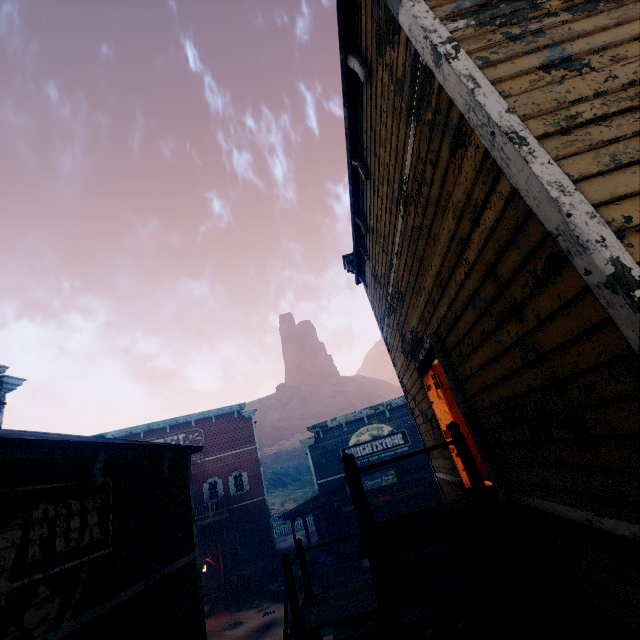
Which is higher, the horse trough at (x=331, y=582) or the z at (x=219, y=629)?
the horse trough at (x=331, y=582)

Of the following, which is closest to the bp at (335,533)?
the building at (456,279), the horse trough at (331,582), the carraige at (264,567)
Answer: the building at (456,279)

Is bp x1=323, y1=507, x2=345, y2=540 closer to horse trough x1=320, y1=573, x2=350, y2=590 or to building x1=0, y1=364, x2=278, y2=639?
building x1=0, y1=364, x2=278, y2=639

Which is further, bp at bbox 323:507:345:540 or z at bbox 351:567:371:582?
bp at bbox 323:507:345:540

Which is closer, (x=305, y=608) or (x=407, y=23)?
(x=407, y=23)

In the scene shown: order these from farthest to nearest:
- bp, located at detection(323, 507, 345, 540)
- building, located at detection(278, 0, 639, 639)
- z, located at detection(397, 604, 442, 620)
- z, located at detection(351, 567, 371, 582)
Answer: bp, located at detection(323, 507, 345, 540), z, located at detection(351, 567, 371, 582), z, located at detection(397, 604, 442, 620), building, located at detection(278, 0, 639, 639)

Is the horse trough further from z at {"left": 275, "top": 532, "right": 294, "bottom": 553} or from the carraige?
the carraige

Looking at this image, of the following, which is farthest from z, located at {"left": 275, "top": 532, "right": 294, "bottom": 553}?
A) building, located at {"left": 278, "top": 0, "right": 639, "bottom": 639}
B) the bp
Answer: the bp
